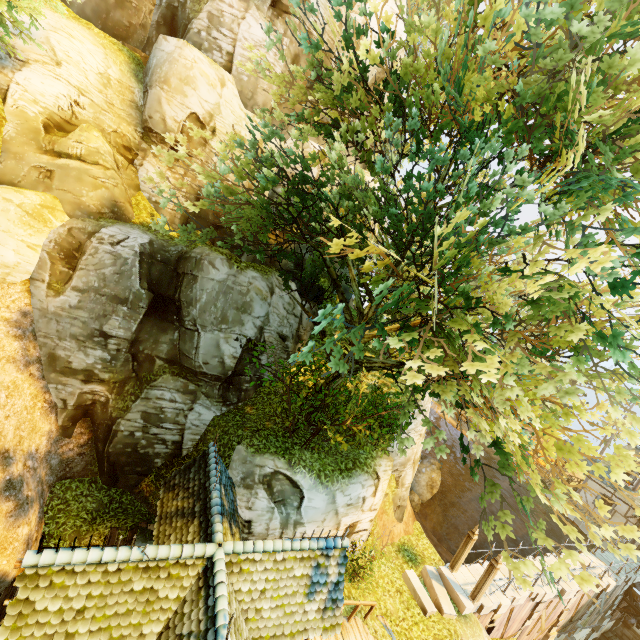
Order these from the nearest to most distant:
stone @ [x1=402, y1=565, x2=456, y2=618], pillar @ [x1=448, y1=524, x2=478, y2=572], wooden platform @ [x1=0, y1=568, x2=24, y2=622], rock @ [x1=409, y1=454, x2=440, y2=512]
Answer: wooden platform @ [x1=0, y1=568, x2=24, y2=622] < stone @ [x1=402, y1=565, x2=456, y2=618] < pillar @ [x1=448, y1=524, x2=478, y2=572] < rock @ [x1=409, y1=454, x2=440, y2=512]

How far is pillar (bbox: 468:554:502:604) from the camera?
13.7m

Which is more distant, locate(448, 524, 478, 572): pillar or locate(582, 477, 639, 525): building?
locate(582, 477, 639, 525): building

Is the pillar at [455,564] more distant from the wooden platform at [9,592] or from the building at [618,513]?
the building at [618,513]

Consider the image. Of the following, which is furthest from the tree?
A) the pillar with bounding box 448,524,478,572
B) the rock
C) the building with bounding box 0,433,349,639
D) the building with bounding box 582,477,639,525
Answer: the rock

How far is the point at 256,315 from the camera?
13.6m

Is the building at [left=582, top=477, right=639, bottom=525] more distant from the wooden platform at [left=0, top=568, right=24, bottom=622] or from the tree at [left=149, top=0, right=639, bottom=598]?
the wooden platform at [left=0, top=568, right=24, bottom=622]

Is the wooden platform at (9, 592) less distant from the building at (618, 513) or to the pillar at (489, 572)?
the pillar at (489, 572)
